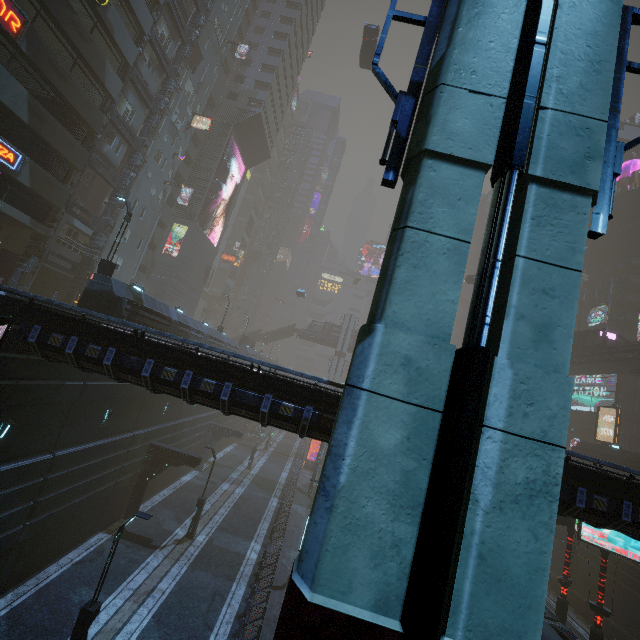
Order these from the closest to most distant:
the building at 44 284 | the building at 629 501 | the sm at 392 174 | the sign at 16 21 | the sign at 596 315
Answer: the sm at 392 174, the building at 629 501, the sign at 16 21, the building at 44 284, the sign at 596 315

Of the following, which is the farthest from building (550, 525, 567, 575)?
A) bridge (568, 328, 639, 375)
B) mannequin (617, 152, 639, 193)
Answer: bridge (568, 328, 639, 375)

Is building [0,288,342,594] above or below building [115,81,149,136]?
below

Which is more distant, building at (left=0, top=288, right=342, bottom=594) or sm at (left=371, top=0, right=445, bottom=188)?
building at (left=0, top=288, right=342, bottom=594)

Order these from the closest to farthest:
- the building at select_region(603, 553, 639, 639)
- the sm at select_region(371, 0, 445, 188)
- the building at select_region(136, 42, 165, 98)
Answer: the sm at select_region(371, 0, 445, 188) < the building at select_region(603, 553, 639, 639) < the building at select_region(136, 42, 165, 98)

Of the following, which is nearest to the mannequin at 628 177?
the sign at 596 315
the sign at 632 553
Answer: the sign at 596 315

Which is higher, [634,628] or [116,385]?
[116,385]

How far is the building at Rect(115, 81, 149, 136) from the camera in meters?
27.4
